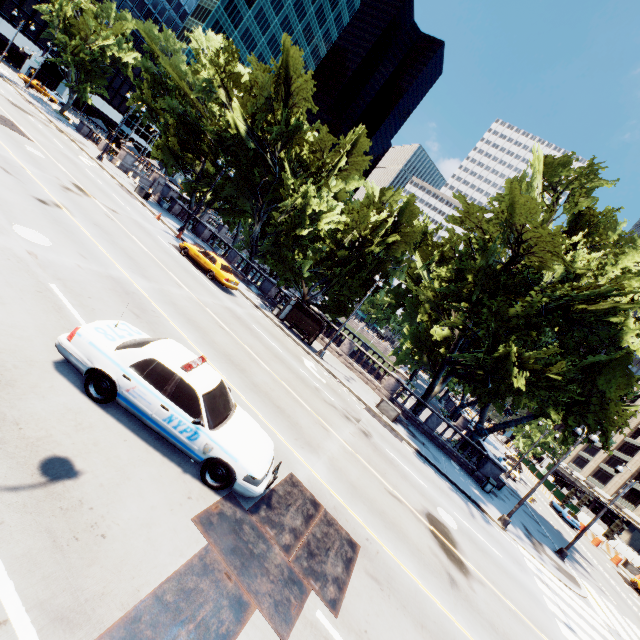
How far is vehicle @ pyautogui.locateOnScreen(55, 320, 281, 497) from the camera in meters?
6.4 m

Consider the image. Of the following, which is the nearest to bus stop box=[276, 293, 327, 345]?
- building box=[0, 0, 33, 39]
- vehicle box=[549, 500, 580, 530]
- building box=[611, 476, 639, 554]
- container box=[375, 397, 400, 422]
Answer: container box=[375, 397, 400, 422]

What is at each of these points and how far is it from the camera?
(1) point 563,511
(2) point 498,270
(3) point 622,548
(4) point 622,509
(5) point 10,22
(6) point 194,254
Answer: (1) vehicle, 39.0m
(2) tree, 26.6m
(3) fence, 39.7m
(4) building, 56.4m
(5) building, 59.4m
(6) vehicle, 22.6m

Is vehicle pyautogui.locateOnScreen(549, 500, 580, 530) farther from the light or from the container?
the container

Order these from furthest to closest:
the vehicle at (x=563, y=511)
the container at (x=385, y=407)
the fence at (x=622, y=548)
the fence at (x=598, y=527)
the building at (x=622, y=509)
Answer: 1. the building at (x=622, y=509)
2. the fence at (x=598, y=527)
3. the fence at (x=622, y=548)
4. the vehicle at (x=563, y=511)
5. the container at (x=385, y=407)

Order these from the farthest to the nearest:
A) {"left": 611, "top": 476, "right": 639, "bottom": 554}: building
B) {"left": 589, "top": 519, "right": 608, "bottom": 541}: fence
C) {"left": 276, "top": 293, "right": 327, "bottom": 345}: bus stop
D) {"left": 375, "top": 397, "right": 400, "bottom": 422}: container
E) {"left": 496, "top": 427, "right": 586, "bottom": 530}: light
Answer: {"left": 611, "top": 476, "right": 639, "bottom": 554}: building → {"left": 589, "top": 519, "right": 608, "bottom": 541}: fence → {"left": 276, "top": 293, "right": 327, "bottom": 345}: bus stop → {"left": 375, "top": 397, "right": 400, "bottom": 422}: container → {"left": 496, "top": 427, "right": 586, "bottom": 530}: light

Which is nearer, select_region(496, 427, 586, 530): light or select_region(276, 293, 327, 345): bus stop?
select_region(496, 427, 586, 530): light

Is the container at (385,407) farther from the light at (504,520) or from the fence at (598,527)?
the fence at (598,527)
